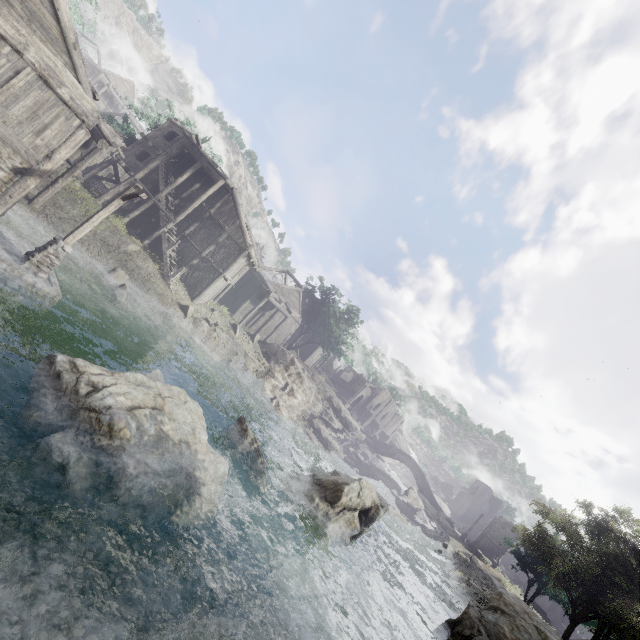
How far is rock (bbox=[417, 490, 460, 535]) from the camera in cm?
4530

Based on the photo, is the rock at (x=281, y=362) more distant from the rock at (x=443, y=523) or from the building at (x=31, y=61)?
the rock at (x=443, y=523)

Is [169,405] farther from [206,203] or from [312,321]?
[312,321]

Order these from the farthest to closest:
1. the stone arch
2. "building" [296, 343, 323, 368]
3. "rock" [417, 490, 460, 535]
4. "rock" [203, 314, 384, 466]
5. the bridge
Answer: "building" [296, 343, 323, 368], the bridge, "rock" [417, 490, 460, 535], the stone arch, "rock" [203, 314, 384, 466]

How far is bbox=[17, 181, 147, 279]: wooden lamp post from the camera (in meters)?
11.80

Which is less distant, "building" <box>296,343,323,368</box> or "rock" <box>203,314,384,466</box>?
"rock" <box>203,314,384,466</box>

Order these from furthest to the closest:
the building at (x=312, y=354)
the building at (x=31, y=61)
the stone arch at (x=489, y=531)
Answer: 1. the building at (x=312, y=354)
2. the stone arch at (x=489, y=531)
3. the building at (x=31, y=61)

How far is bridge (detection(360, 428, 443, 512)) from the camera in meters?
51.0 m
